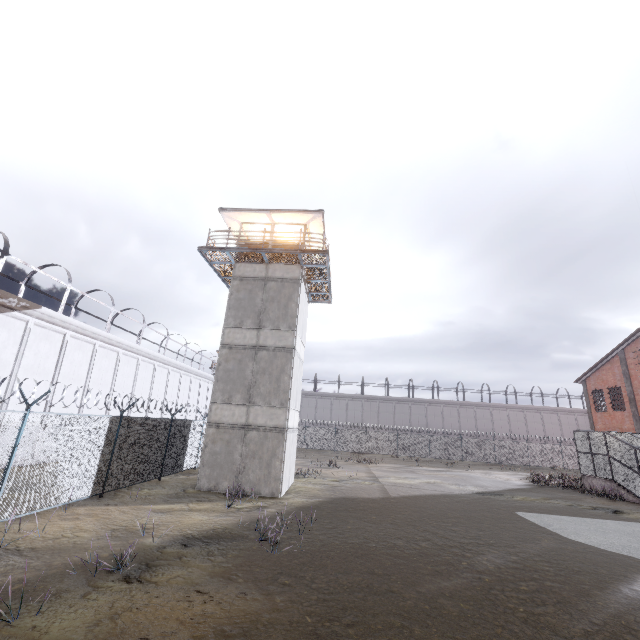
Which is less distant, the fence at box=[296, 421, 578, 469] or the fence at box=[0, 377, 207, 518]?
the fence at box=[0, 377, 207, 518]

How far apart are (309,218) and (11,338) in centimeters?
1696cm

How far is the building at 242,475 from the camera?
15.1m

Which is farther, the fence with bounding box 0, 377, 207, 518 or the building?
the building

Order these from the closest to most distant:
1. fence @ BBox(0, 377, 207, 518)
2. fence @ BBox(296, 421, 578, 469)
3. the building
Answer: fence @ BBox(0, 377, 207, 518), the building, fence @ BBox(296, 421, 578, 469)

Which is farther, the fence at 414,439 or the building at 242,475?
the fence at 414,439

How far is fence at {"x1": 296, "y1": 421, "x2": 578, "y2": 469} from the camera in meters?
39.6

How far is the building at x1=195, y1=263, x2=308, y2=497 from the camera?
15.1 meters
